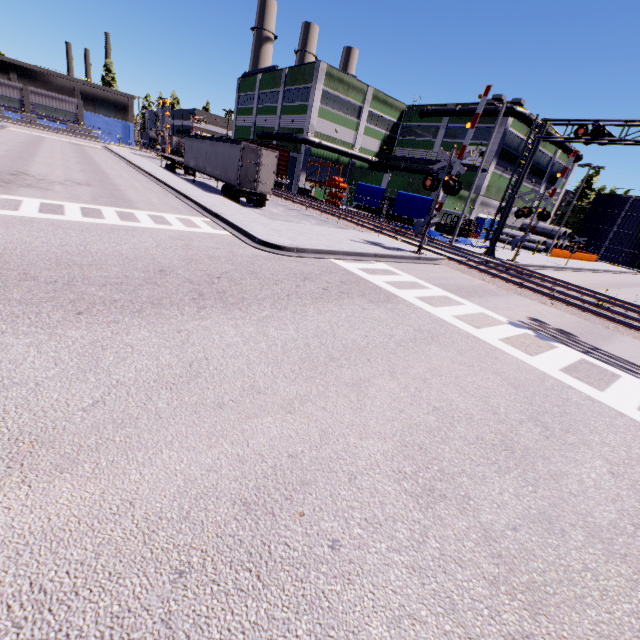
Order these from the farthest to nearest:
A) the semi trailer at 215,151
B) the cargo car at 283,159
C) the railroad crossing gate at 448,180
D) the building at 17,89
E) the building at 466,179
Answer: Result: the building at 17,89, the cargo car at 283,159, the building at 466,179, the semi trailer at 215,151, the railroad crossing gate at 448,180

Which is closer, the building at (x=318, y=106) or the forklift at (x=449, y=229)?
the forklift at (x=449, y=229)

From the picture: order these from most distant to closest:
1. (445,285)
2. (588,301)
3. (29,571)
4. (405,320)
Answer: (588,301), (445,285), (405,320), (29,571)

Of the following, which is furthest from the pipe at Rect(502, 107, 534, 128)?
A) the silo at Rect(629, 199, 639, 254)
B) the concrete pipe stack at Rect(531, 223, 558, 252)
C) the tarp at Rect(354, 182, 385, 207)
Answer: the concrete pipe stack at Rect(531, 223, 558, 252)

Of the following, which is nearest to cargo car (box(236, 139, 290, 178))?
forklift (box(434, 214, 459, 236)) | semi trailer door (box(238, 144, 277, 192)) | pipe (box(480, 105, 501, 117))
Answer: pipe (box(480, 105, 501, 117))

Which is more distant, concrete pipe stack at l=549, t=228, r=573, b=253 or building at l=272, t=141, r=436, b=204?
concrete pipe stack at l=549, t=228, r=573, b=253

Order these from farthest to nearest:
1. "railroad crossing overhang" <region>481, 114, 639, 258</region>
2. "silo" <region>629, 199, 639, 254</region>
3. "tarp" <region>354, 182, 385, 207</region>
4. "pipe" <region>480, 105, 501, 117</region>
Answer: "silo" <region>629, 199, 639, 254</region>, "pipe" <region>480, 105, 501, 117</region>, "tarp" <region>354, 182, 385, 207</region>, "railroad crossing overhang" <region>481, 114, 639, 258</region>

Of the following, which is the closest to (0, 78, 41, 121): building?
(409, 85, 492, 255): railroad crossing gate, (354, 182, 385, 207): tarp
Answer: (354, 182, 385, 207): tarp
